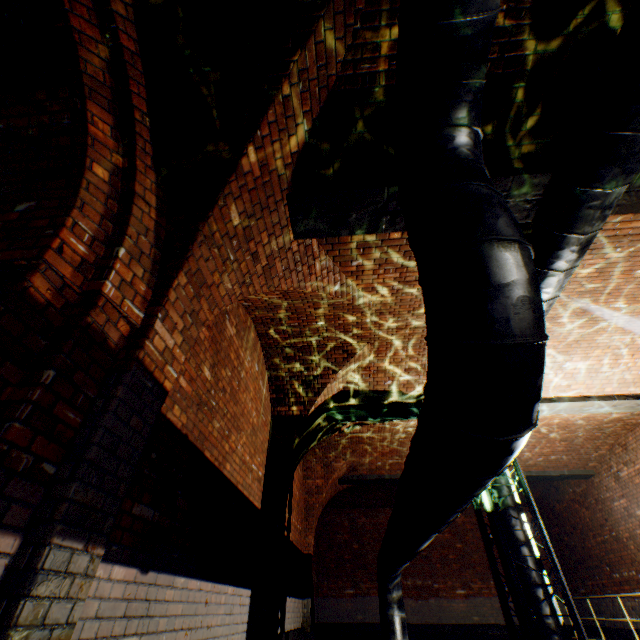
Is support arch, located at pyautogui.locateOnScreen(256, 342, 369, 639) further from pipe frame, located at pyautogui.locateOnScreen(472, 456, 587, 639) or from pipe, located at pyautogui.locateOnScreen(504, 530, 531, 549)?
pipe frame, located at pyautogui.locateOnScreen(472, 456, 587, 639)

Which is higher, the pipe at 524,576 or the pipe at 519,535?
the pipe at 519,535

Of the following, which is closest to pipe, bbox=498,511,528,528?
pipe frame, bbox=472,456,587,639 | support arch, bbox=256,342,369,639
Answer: pipe frame, bbox=472,456,587,639

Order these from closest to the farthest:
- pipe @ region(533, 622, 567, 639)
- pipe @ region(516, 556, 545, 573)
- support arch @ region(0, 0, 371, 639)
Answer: support arch @ region(0, 0, 371, 639) → pipe @ region(533, 622, 567, 639) → pipe @ region(516, 556, 545, 573)

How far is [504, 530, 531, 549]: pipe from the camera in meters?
5.1

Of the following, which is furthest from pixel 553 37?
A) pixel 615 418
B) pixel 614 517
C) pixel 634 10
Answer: pixel 614 517

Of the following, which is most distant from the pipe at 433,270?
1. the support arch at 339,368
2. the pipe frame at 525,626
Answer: the support arch at 339,368

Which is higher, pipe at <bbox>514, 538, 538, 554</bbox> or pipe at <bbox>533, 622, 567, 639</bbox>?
pipe at <bbox>514, 538, 538, 554</bbox>
